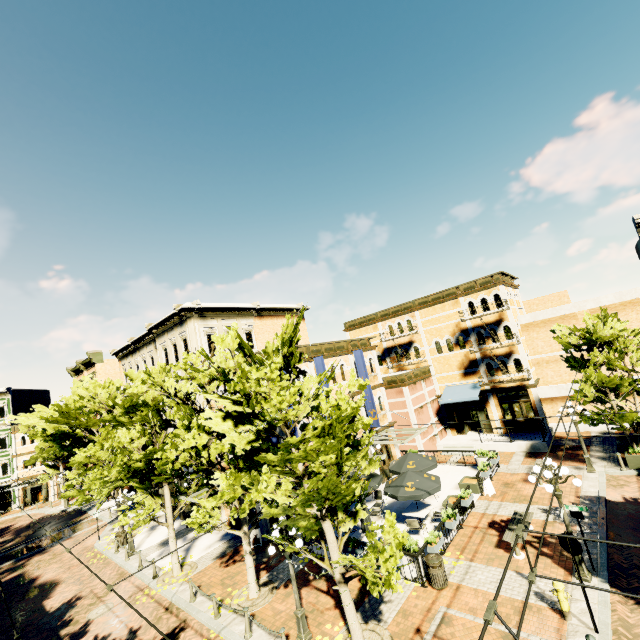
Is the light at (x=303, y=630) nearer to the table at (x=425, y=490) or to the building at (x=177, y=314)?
the building at (x=177, y=314)

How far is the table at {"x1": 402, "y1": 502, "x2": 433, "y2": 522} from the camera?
14.68m

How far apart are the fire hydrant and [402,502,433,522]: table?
5.72m

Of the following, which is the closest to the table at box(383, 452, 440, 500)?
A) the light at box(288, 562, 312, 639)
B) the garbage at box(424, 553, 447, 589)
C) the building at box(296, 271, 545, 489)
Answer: the garbage at box(424, 553, 447, 589)

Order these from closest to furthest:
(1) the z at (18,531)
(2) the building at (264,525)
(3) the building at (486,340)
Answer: (2) the building at (264,525), (3) the building at (486,340), (1) the z at (18,531)

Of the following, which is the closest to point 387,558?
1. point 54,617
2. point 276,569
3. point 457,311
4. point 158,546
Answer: point 276,569

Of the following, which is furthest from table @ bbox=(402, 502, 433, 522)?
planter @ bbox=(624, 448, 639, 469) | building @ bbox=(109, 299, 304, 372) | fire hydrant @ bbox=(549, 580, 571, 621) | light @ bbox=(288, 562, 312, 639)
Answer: planter @ bbox=(624, 448, 639, 469)

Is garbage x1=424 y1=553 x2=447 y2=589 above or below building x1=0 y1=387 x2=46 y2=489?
below
